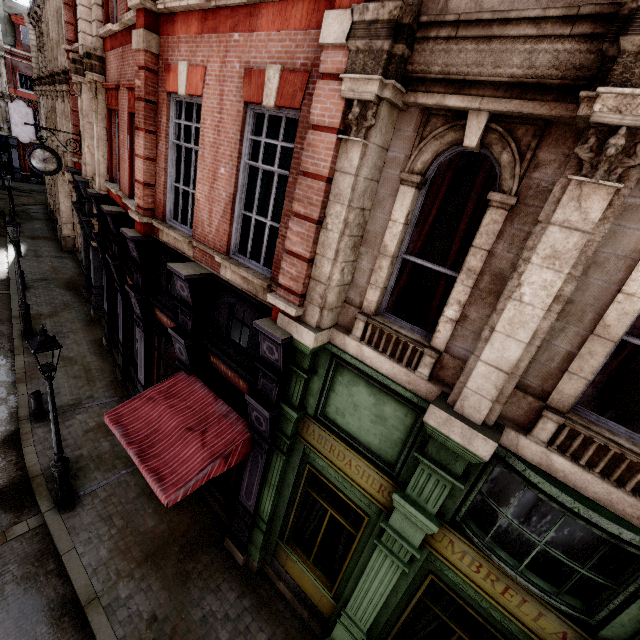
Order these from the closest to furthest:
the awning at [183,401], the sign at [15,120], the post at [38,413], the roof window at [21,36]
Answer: the awning at [183,401] < the post at [38,413] < the sign at [15,120] < the roof window at [21,36]

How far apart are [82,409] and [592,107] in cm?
1348

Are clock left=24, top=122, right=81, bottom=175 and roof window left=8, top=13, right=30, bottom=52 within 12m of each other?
no

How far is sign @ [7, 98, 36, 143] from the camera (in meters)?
20.59

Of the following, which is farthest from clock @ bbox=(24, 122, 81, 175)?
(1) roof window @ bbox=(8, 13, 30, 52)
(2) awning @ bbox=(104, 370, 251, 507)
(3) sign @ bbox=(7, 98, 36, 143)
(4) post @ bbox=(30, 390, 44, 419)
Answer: (1) roof window @ bbox=(8, 13, 30, 52)

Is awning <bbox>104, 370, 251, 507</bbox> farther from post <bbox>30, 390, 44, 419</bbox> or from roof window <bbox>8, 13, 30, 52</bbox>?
roof window <bbox>8, 13, 30, 52</bbox>

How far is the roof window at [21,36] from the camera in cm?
3150

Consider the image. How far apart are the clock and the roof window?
35.8m
